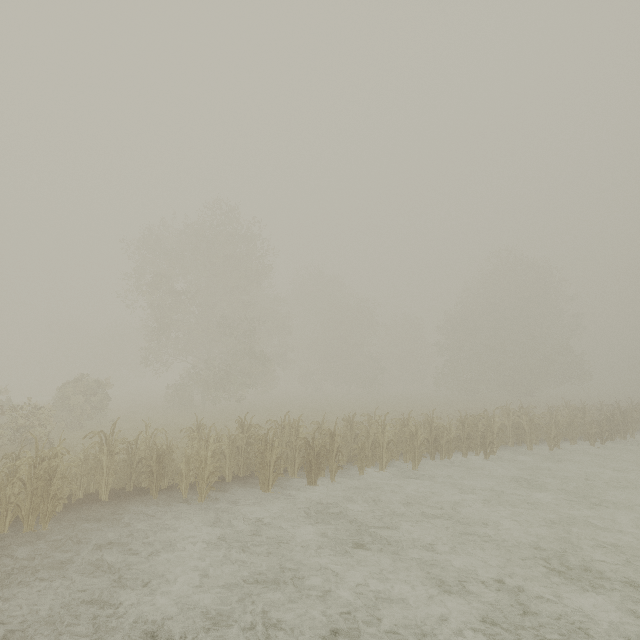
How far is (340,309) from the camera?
45.6 meters
